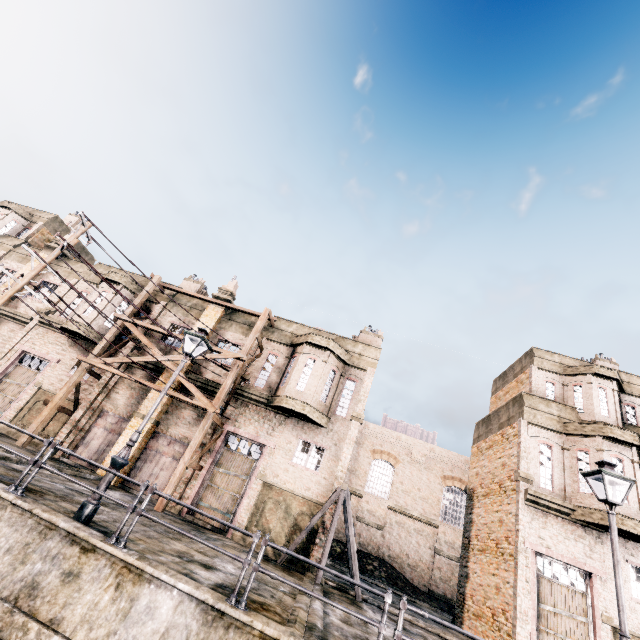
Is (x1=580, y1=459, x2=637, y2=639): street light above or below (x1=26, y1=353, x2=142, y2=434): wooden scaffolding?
above

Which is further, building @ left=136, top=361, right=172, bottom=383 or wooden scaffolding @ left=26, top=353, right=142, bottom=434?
building @ left=136, top=361, right=172, bottom=383

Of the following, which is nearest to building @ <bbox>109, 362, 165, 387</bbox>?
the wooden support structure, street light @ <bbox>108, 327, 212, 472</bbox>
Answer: the wooden support structure

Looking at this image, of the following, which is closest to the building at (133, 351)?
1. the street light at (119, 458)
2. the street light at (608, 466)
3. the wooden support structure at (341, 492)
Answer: the wooden support structure at (341, 492)

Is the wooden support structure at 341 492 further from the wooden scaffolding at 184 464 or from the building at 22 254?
the wooden scaffolding at 184 464

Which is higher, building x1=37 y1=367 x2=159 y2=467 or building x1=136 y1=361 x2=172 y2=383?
building x1=136 y1=361 x2=172 y2=383

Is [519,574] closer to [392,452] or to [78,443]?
[392,452]
